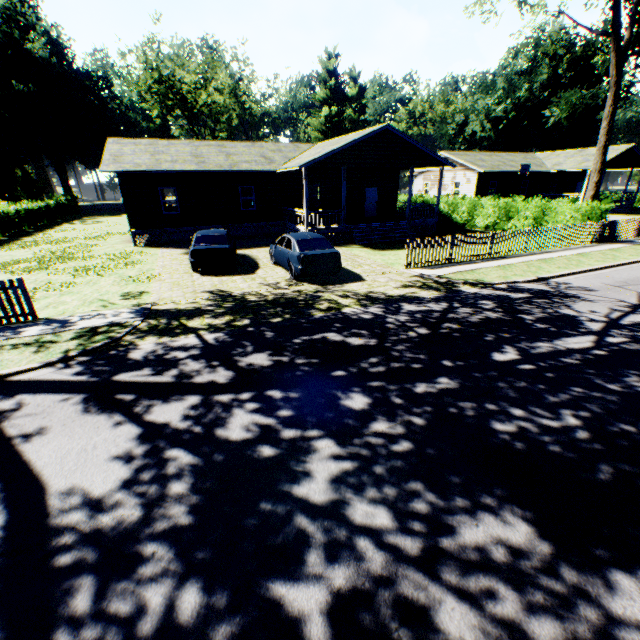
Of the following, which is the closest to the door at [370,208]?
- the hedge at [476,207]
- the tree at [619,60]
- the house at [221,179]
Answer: the house at [221,179]

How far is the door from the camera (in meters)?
25.83

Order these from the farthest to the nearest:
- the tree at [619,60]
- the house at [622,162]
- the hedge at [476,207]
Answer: the house at [622,162]
the hedge at [476,207]
the tree at [619,60]

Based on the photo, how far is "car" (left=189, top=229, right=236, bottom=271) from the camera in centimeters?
1360cm

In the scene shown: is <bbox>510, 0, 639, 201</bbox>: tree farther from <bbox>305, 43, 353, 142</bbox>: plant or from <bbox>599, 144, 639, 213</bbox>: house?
<bbox>305, 43, 353, 142</bbox>: plant

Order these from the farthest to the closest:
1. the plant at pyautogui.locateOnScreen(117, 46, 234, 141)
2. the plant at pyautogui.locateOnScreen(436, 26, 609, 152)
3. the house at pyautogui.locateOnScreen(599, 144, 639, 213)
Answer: the plant at pyautogui.locateOnScreen(117, 46, 234, 141) → the plant at pyautogui.locateOnScreen(436, 26, 609, 152) → the house at pyautogui.locateOnScreen(599, 144, 639, 213)

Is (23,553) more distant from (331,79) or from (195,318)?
(331,79)

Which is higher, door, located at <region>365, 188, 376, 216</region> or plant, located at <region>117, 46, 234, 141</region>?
plant, located at <region>117, 46, 234, 141</region>
